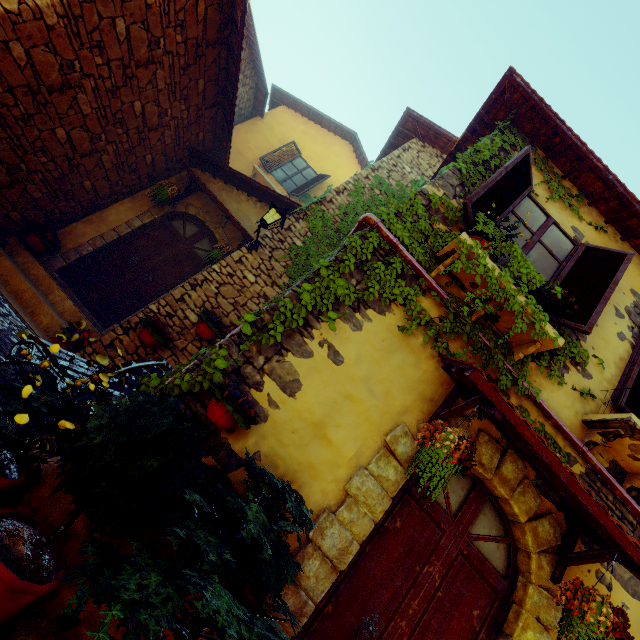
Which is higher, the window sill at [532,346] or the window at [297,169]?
the window at [297,169]

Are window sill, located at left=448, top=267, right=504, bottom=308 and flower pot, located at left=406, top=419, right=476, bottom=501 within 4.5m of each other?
yes

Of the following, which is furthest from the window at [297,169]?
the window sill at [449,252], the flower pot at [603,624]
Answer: the flower pot at [603,624]

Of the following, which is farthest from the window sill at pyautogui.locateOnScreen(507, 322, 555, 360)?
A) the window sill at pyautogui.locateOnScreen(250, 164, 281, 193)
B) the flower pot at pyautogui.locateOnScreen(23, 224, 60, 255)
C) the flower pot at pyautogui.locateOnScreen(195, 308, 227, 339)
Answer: the window sill at pyautogui.locateOnScreen(250, 164, 281, 193)

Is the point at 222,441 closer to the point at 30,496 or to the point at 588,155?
the point at 30,496

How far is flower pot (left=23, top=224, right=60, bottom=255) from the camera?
5.7m

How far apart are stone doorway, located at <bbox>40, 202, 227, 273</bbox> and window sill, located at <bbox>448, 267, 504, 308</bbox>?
4.8m

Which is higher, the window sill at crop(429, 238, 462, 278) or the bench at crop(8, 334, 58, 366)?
the window sill at crop(429, 238, 462, 278)
